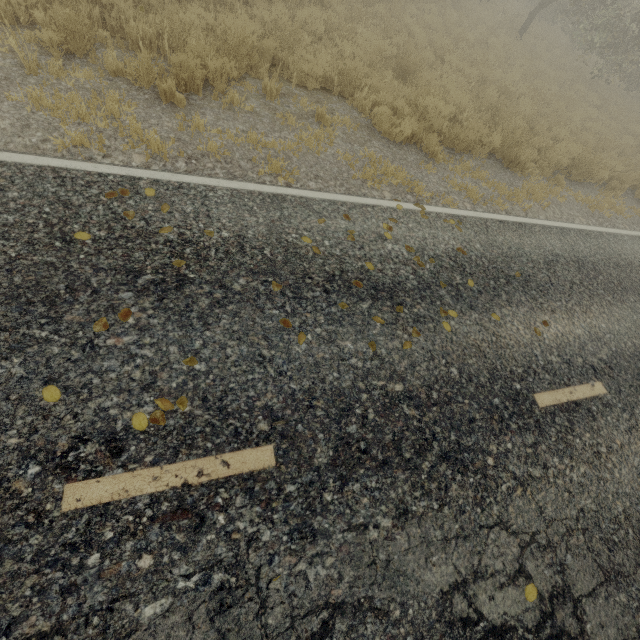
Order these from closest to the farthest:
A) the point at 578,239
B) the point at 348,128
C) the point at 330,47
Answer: the point at 348,128, the point at 578,239, the point at 330,47
